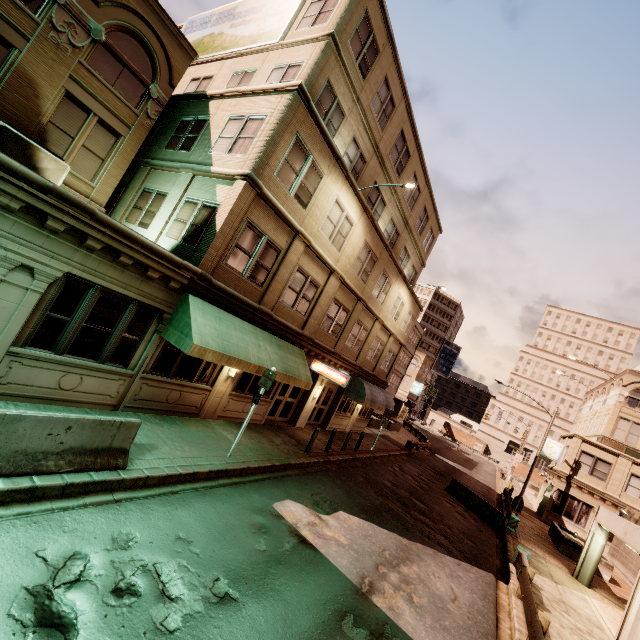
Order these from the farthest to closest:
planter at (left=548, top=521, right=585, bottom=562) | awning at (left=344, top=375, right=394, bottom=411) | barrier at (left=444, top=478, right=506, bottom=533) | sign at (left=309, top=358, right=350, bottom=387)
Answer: awning at (left=344, top=375, right=394, bottom=411)
planter at (left=548, top=521, right=585, bottom=562)
barrier at (left=444, top=478, right=506, bottom=533)
sign at (left=309, top=358, right=350, bottom=387)

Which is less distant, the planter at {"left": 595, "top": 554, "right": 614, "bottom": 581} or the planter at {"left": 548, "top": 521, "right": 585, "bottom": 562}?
the planter at {"left": 595, "top": 554, "right": 614, "bottom": 581}

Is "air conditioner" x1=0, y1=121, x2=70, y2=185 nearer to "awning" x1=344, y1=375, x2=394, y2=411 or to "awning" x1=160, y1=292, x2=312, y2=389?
"awning" x1=160, y1=292, x2=312, y2=389

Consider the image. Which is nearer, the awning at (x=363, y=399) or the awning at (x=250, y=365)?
the awning at (x=250, y=365)

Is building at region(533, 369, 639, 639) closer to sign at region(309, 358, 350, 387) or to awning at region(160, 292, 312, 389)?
sign at region(309, 358, 350, 387)

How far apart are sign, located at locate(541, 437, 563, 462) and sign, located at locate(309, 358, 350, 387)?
28.0m

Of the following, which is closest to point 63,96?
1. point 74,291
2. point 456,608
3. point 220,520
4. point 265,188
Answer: point 265,188

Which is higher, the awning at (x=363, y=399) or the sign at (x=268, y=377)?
the awning at (x=363, y=399)
